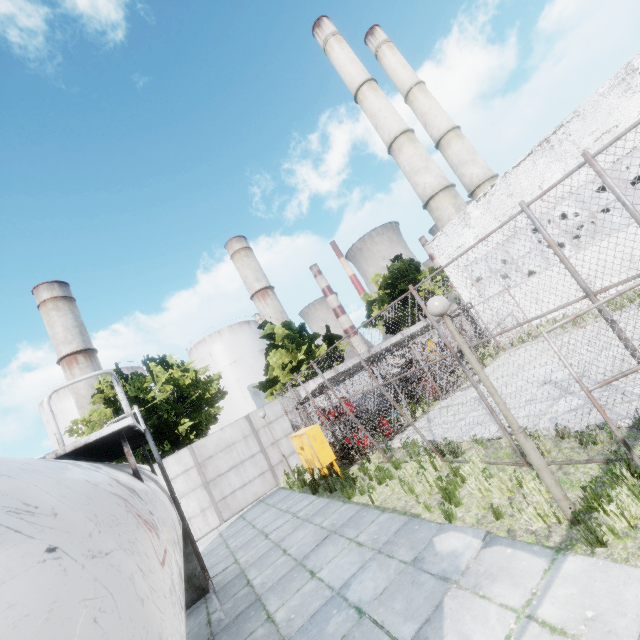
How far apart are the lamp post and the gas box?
7.7 meters

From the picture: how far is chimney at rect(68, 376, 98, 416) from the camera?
51.62m

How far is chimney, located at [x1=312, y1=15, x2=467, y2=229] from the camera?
26.1 meters

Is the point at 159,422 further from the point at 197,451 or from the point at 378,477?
the point at 378,477

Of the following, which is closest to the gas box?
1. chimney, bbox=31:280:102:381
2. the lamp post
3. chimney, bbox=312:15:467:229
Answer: the lamp post

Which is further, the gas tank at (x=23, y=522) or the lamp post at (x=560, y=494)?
the lamp post at (x=560, y=494)

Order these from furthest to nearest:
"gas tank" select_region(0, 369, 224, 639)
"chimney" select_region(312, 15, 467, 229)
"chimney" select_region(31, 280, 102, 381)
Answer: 1. "chimney" select_region(31, 280, 102, 381)
2. "chimney" select_region(312, 15, 467, 229)
3. "gas tank" select_region(0, 369, 224, 639)

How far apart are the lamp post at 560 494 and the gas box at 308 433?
7.7m
